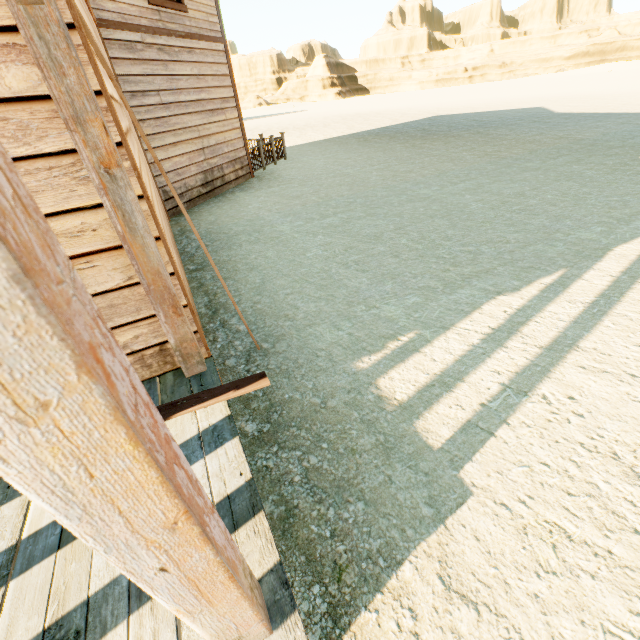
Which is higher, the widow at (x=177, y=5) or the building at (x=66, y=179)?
the widow at (x=177, y=5)

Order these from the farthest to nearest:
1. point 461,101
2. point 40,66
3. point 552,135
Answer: point 461,101
point 552,135
point 40,66

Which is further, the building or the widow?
the widow

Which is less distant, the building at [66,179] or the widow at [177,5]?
the building at [66,179]

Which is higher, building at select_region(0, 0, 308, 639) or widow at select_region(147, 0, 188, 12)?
widow at select_region(147, 0, 188, 12)
